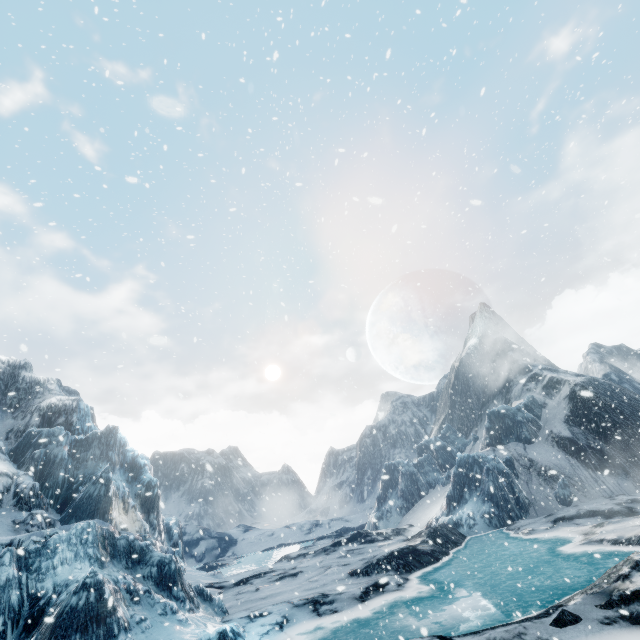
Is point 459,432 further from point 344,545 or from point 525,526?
point 344,545
